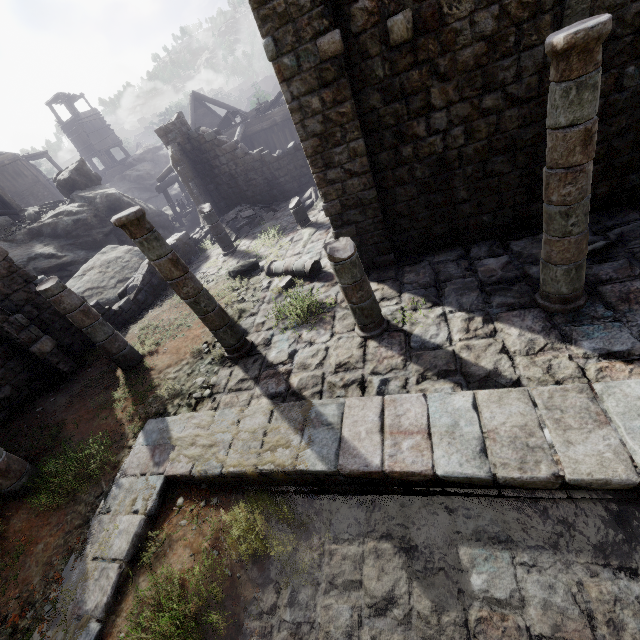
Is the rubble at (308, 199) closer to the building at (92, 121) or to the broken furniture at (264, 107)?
the building at (92, 121)

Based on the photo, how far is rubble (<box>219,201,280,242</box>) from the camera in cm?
1593

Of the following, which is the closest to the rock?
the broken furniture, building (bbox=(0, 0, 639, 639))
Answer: building (bbox=(0, 0, 639, 639))

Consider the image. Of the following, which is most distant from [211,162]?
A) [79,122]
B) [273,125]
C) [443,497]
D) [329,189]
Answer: [79,122]

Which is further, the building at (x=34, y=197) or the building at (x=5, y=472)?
the building at (x=34, y=197)

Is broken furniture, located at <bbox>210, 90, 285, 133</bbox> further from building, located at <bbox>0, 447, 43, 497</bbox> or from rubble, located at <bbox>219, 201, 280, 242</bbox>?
rubble, located at <bbox>219, 201, 280, 242</bbox>

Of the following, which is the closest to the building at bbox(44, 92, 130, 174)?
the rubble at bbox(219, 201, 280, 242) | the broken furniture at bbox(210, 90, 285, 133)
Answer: the rubble at bbox(219, 201, 280, 242)

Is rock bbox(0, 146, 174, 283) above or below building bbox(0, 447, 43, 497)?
above
